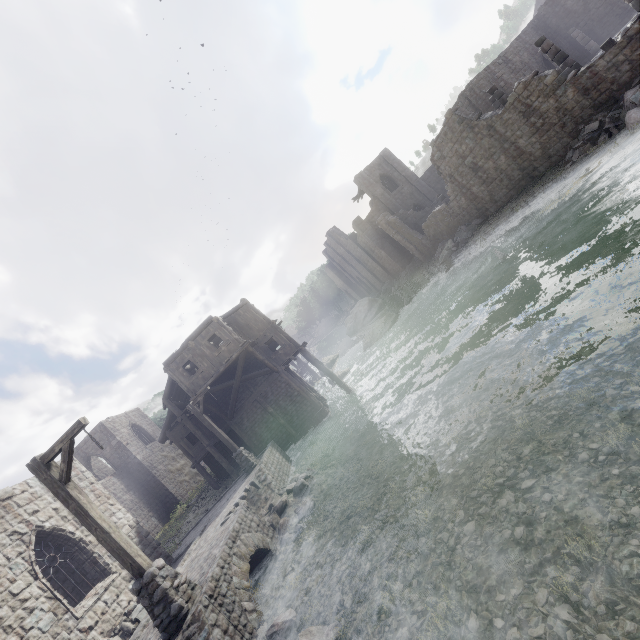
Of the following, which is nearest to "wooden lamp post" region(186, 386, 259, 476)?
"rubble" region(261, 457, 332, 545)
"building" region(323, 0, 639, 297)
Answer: "rubble" region(261, 457, 332, 545)

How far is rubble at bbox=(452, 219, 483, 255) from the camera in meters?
26.2 m

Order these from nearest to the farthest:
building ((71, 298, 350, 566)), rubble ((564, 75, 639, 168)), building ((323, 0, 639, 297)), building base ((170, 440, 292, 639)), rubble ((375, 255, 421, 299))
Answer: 1. building base ((170, 440, 292, 639))
2. rubble ((564, 75, 639, 168))
3. building ((323, 0, 639, 297))
4. building ((71, 298, 350, 566))
5. rubble ((375, 255, 421, 299))

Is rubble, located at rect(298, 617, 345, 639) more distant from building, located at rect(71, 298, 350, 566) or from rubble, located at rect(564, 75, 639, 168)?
rubble, located at rect(564, 75, 639, 168)

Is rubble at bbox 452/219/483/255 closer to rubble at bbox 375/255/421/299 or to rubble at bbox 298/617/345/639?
rubble at bbox 375/255/421/299

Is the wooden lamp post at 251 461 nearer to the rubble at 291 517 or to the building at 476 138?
the rubble at 291 517

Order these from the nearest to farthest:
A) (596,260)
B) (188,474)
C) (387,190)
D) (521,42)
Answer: (596,260) < (521,42) < (188,474) < (387,190)

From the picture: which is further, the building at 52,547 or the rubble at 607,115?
the rubble at 607,115
